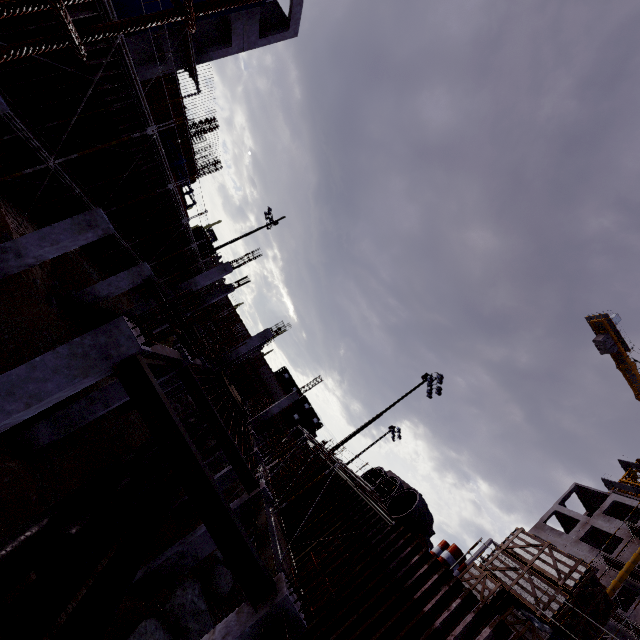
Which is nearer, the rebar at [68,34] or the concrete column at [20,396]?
the rebar at [68,34]

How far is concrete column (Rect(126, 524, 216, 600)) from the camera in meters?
8.6 m

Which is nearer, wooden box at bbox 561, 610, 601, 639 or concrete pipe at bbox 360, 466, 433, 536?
wooden box at bbox 561, 610, 601, 639

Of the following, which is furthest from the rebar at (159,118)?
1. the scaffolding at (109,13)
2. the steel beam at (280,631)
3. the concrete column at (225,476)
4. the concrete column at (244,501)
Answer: the steel beam at (280,631)

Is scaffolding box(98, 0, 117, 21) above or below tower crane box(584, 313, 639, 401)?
below

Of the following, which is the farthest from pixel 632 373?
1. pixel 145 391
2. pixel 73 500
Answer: pixel 73 500

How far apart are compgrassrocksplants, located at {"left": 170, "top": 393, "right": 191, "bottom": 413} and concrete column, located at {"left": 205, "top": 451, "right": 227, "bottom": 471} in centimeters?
843cm

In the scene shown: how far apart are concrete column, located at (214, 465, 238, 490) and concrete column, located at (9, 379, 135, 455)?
6.18m
